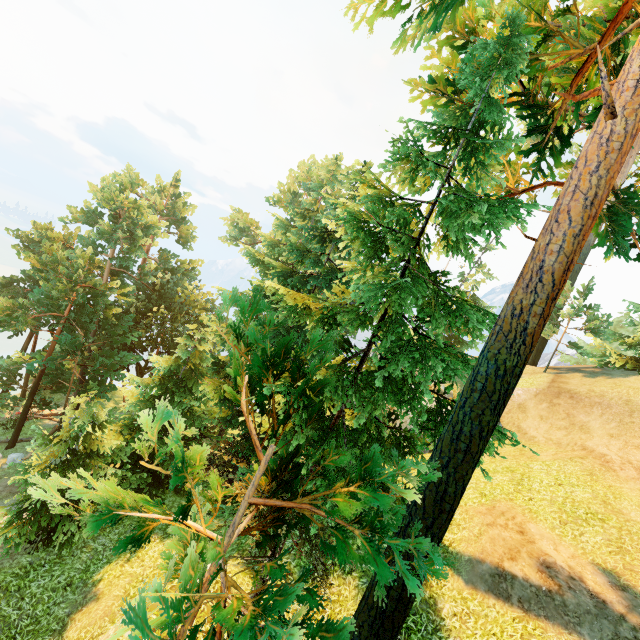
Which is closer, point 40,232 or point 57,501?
point 57,501
